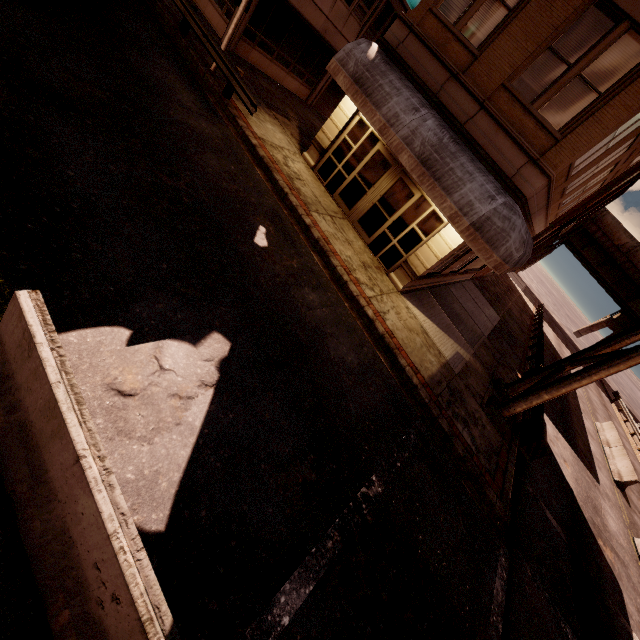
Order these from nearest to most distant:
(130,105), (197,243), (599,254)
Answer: (197,243)
(130,105)
(599,254)

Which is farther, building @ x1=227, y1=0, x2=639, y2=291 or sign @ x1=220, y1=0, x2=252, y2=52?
sign @ x1=220, y1=0, x2=252, y2=52

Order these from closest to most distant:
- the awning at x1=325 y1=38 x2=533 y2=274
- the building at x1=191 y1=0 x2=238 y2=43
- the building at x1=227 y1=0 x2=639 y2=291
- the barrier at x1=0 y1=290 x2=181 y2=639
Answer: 1. the barrier at x1=0 y1=290 x2=181 y2=639
2. the building at x1=227 y1=0 x2=639 y2=291
3. the awning at x1=325 y1=38 x2=533 y2=274
4. the building at x1=191 y1=0 x2=238 y2=43

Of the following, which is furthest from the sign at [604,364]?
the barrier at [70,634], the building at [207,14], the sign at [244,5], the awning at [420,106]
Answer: the sign at [244,5]

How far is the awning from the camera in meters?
8.7

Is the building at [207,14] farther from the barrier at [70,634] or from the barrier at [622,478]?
the barrier at [622,478]

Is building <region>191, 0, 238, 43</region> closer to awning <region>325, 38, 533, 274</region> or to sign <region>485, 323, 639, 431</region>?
awning <region>325, 38, 533, 274</region>
